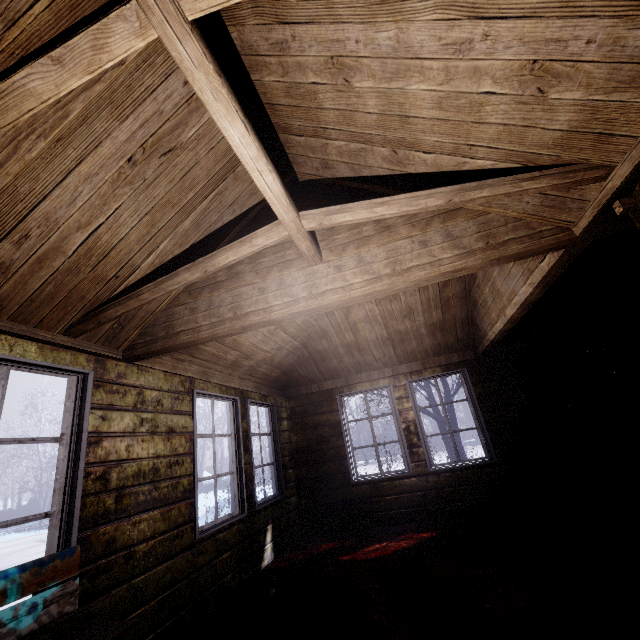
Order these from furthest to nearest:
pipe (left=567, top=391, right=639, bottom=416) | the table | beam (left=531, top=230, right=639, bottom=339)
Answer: pipe (left=567, top=391, right=639, bottom=416)
the table
beam (left=531, top=230, right=639, bottom=339)

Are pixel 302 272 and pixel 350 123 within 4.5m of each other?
yes

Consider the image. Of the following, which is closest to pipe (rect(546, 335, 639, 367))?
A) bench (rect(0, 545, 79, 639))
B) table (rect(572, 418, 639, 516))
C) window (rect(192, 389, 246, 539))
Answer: table (rect(572, 418, 639, 516))

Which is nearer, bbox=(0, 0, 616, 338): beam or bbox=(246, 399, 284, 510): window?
bbox=(0, 0, 616, 338): beam

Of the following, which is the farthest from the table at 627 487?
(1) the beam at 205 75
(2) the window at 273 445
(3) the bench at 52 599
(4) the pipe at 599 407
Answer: (3) the bench at 52 599

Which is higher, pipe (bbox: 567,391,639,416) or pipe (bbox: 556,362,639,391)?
pipe (bbox: 556,362,639,391)

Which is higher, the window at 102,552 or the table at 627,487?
the window at 102,552

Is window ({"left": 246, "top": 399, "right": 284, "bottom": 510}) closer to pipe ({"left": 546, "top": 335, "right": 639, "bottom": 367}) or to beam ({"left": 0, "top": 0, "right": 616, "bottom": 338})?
beam ({"left": 0, "top": 0, "right": 616, "bottom": 338})
